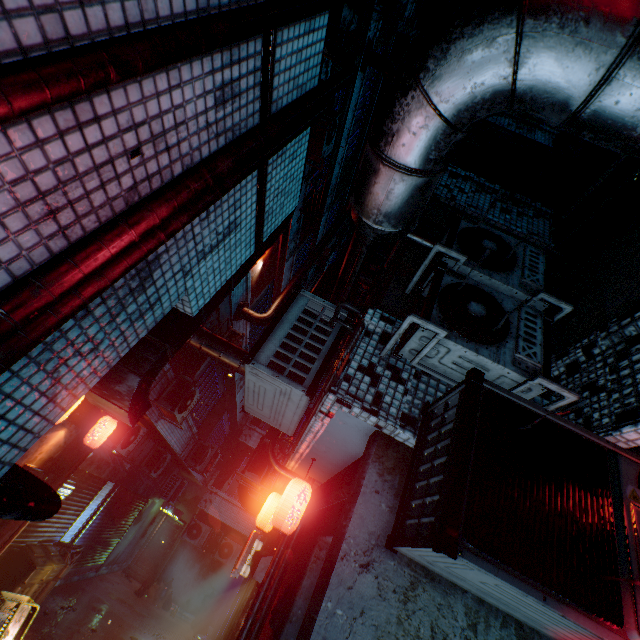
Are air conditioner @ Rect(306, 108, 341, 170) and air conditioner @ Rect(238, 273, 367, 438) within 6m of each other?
yes

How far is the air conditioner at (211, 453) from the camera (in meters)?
9.81

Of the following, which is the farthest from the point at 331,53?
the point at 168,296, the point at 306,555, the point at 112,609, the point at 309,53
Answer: the point at 112,609

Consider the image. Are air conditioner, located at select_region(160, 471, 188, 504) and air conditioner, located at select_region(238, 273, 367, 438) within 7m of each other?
no

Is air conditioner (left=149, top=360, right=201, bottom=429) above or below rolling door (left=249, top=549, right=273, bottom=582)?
above

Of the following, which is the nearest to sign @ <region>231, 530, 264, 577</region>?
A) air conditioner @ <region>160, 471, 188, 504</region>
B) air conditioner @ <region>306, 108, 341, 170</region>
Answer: air conditioner @ <region>160, 471, 188, 504</region>

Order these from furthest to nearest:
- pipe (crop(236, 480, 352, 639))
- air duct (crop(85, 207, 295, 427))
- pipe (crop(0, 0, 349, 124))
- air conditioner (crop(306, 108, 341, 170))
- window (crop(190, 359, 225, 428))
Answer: window (crop(190, 359, 225, 428)) < air conditioner (crop(306, 108, 341, 170)) < pipe (crop(236, 480, 352, 639)) < air duct (crop(85, 207, 295, 427)) < pipe (crop(0, 0, 349, 124))

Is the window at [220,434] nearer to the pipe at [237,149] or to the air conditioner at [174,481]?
the air conditioner at [174,481]
